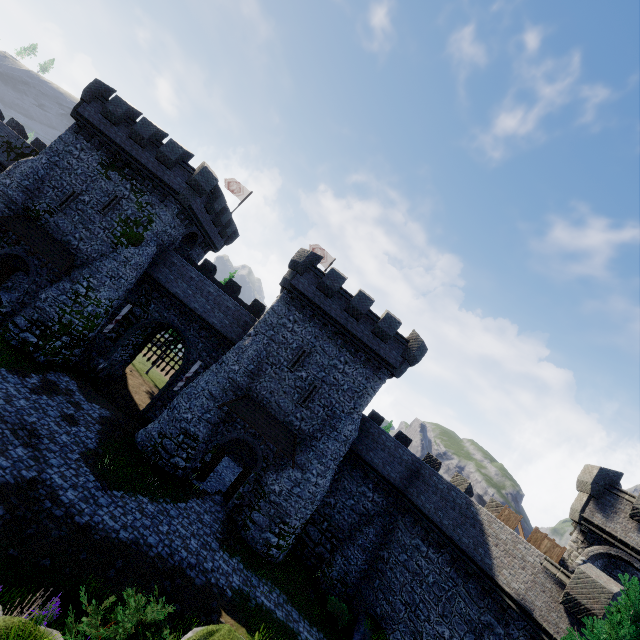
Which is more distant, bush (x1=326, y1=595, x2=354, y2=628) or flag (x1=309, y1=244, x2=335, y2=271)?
flag (x1=309, y1=244, x2=335, y2=271)

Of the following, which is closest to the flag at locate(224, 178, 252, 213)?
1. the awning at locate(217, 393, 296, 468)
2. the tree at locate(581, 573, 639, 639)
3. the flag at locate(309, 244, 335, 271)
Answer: the flag at locate(309, 244, 335, 271)

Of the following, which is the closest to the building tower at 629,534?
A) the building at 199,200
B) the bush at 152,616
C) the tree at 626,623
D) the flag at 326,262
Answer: the tree at 626,623

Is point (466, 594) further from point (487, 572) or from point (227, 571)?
point (227, 571)

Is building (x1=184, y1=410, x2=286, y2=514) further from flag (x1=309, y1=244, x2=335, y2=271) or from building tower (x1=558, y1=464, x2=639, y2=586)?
building tower (x1=558, y1=464, x2=639, y2=586)

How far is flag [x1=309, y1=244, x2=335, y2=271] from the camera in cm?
3275

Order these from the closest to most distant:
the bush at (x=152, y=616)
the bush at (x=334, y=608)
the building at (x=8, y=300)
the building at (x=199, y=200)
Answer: the bush at (x=152, y=616)
the bush at (x=334, y=608)
the building at (x=8, y=300)
the building at (x=199, y=200)

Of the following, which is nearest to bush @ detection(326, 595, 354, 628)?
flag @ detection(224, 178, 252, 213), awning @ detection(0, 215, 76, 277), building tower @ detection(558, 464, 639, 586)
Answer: building tower @ detection(558, 464, 639, 586)
